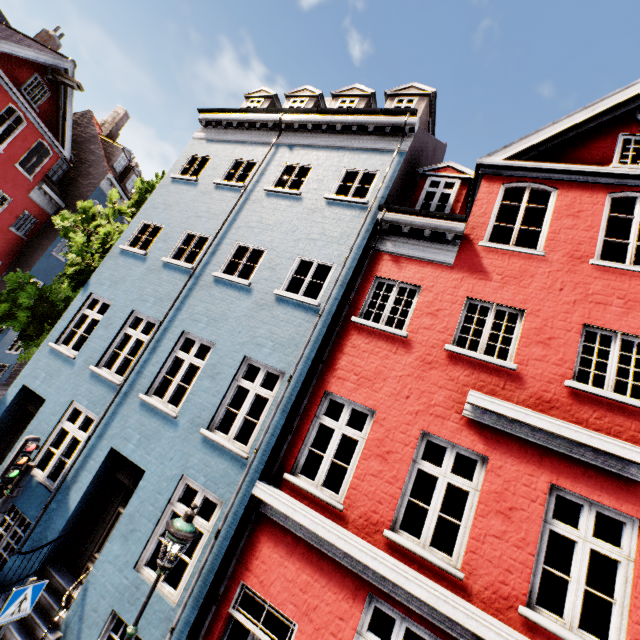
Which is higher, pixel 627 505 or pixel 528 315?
pixel 528 315

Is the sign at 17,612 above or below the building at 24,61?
below

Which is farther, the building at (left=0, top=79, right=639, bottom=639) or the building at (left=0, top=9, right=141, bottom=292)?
the building at (left=0, top=9, right=141, bottom=292)

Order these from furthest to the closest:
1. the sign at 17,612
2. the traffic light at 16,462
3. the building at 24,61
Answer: the building at 24,61
the traffic light at 16,462
the sign at 17,612

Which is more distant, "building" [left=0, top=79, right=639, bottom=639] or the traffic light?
the traffic light

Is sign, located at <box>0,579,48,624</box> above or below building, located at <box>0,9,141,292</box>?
below

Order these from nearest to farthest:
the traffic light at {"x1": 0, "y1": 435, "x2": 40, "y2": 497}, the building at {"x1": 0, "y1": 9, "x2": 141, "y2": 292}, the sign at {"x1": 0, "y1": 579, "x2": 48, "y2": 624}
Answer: the sign at {"x1": 0, "y1": 579, "x2": 48, "y2": 624}
the traffic light at {"x1": 0, "y1": 435, "x2": 40, "y2": 497}
the building at {"x1": 0, "y1": 9, "x2": 141, "y2": 292}
